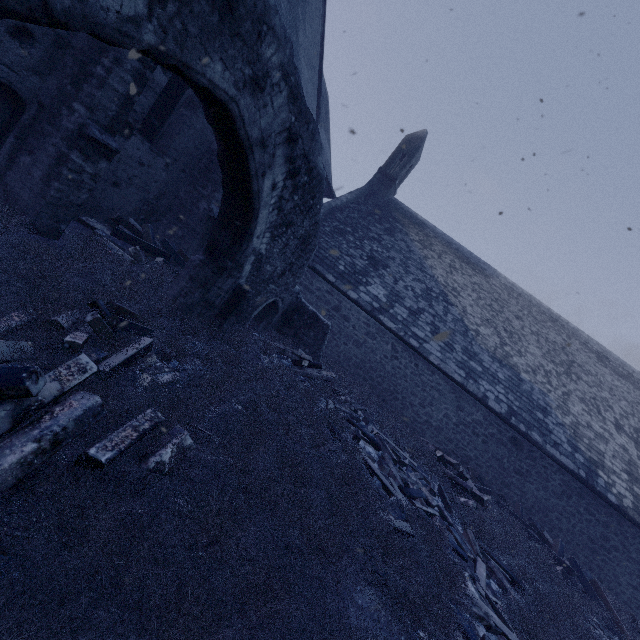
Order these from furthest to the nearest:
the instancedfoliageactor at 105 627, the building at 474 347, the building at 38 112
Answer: the building at 474 347, the building at 38 112, the instancedfoliageactor at 105 627

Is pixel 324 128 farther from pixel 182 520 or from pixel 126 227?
pixel 182 520

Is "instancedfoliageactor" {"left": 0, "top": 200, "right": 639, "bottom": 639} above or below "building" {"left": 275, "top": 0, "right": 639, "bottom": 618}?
below

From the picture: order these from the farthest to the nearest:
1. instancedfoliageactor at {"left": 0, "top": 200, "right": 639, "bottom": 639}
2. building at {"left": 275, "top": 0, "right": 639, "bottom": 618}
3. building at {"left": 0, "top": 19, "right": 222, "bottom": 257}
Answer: building at {"left": 275, "top": 0, "right": 639, "bottom": 618}
building at {"left": 0, "top": 19, "right": 222, "bottom": 257}
instancedfoliageactor at {"left": 0, "top": 200, "right": 639, "bottom": 639}

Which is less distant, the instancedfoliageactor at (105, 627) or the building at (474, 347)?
the instancedfoliageactor at (105, 627)

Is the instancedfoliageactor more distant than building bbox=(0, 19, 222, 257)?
No

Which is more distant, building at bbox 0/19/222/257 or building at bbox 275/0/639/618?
building at bbox 275/0/639/618
